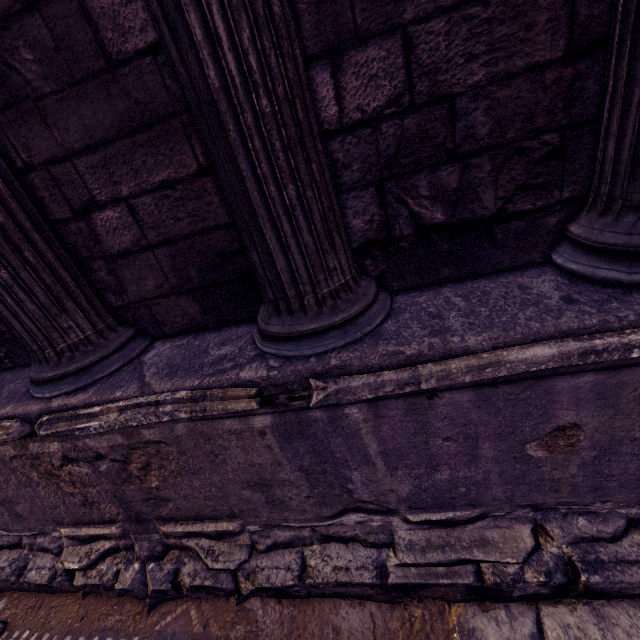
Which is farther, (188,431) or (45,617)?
(45,617)
